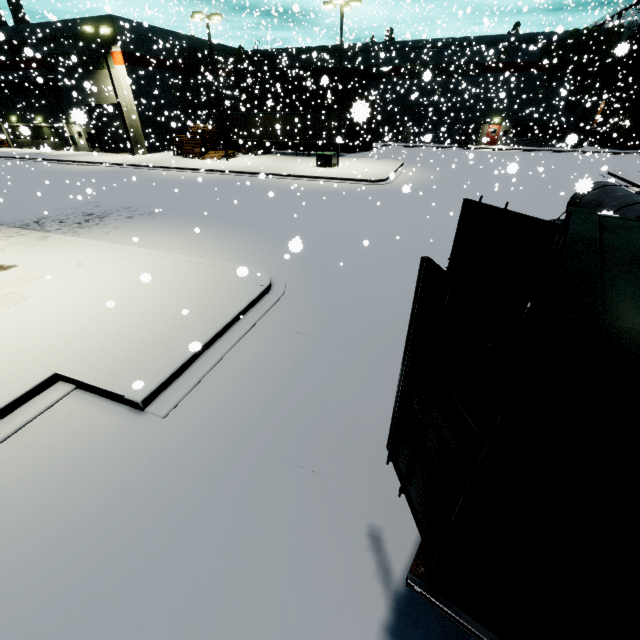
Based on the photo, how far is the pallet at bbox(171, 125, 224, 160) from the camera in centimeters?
3009cm

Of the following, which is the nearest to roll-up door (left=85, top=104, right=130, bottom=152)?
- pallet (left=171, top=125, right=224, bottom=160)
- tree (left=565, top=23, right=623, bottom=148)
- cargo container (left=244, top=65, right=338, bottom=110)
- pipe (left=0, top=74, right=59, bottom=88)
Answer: cargo container (left=244, top=65, right=338, bottom=110)

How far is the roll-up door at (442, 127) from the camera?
31.1m

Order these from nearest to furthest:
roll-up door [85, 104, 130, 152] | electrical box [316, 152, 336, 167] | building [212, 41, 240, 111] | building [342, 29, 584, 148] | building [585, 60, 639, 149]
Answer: electrical box [316, 152, 336, 167] → roll-up door [85, 104, 130, 152] → building [342, 29, 584, 148] → building [585, 60, 639, 149] → building [212, 41, 240, 111]

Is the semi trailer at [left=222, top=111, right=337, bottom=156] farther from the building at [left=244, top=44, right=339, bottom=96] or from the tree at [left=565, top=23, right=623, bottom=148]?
the tree at [left=565, top=23, right=623, bottom=148]

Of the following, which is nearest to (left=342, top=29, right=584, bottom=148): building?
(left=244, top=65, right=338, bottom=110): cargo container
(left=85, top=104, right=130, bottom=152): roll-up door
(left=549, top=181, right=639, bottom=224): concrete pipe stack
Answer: (left=85, top=104, right=130, bottom=152): roll-up door

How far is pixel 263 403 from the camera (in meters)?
5.54

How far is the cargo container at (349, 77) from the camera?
2.2m
